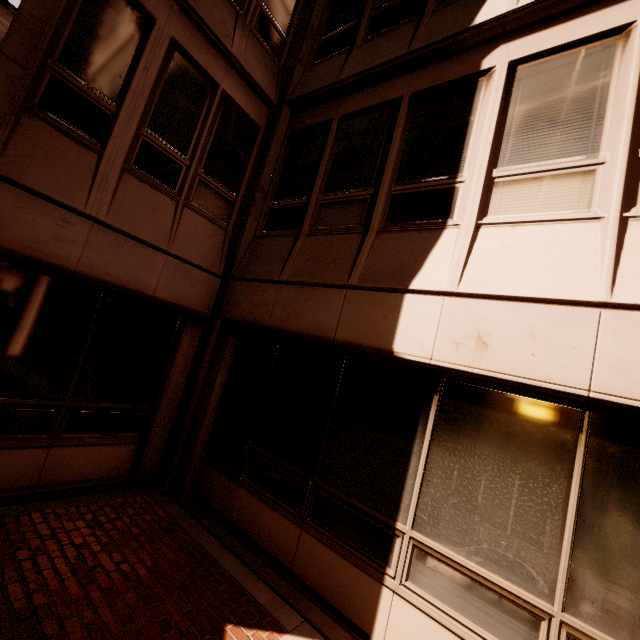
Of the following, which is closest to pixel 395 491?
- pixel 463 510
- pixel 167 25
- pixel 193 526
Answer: pixel 463 510
